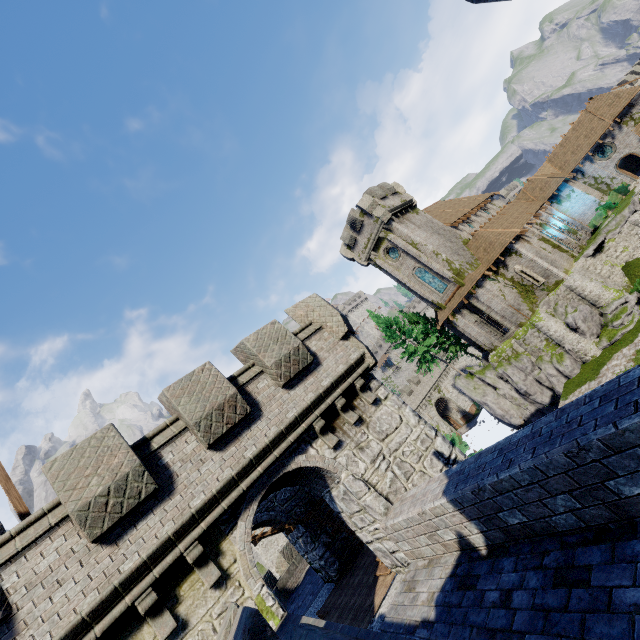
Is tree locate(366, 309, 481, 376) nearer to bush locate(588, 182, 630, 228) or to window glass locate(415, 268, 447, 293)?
window glass locate(415, 268, 447, 293)

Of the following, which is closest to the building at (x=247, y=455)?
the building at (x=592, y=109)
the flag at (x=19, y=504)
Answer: the flag at (x=19, y=504)

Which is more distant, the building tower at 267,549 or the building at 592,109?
the building tower at 267,549

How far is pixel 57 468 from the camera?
6.4m

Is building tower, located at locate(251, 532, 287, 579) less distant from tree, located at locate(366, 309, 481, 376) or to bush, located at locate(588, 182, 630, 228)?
tree, located at locate(366, 309, 481, 376)

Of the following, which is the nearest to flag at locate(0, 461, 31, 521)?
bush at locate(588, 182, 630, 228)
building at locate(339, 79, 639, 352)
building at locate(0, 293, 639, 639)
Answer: building at locate(0, 293, 639, 639)

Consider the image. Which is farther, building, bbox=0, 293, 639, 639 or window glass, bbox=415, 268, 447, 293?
window glass, bbox=415, 268, 447, 293

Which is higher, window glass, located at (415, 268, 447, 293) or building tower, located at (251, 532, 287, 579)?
window glass, located at (415, 268, 447, 293)
